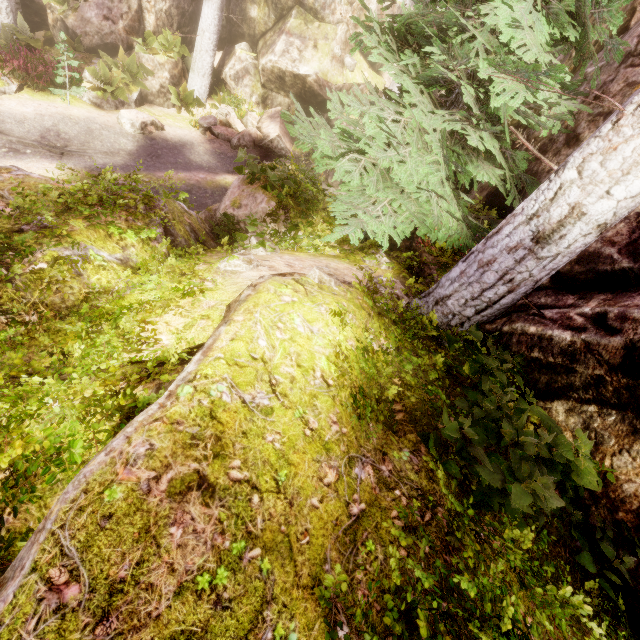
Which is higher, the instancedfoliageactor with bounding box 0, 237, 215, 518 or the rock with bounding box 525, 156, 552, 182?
the rock with bounding box 525, 156, 552, 182

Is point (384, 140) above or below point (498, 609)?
above

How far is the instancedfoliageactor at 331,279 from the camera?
3.88m

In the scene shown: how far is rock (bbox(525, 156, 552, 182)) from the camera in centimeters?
569cm

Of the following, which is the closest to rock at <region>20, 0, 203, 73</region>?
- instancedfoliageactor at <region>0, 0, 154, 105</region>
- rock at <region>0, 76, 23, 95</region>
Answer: instancedfoliageactor at <region>0, 0, 154, 105</region>

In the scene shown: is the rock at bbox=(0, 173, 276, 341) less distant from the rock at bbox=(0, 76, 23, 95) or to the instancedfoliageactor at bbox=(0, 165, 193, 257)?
the instancedfoliageactor at bbox=(0, 165, 193, 257)

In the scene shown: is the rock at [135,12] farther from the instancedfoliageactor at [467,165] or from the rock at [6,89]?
the rock at [6,89]
